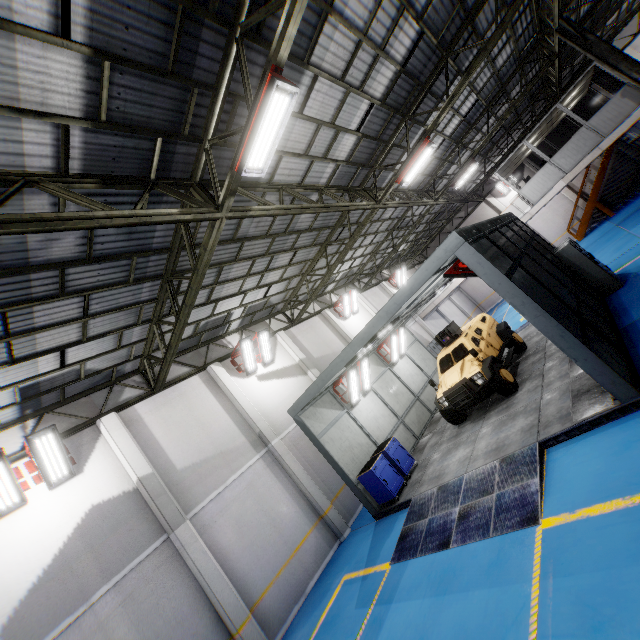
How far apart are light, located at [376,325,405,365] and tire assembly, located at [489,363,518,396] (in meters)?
5.41

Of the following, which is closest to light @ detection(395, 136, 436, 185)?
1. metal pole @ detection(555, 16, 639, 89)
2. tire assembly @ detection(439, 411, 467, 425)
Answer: metal pole @ detection(555, 16, 639, 89)

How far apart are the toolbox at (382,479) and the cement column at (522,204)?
16.9 meters

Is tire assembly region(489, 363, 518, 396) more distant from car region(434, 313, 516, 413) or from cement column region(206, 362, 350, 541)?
cement column region(206, 362, 350, 541)

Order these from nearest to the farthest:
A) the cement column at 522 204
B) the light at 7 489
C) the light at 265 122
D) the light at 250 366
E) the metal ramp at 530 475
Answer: the light at 265 122 → the metal ramp at 530 475 → the light at 7 489 → the light at 250 366 → the cement column at 522 204

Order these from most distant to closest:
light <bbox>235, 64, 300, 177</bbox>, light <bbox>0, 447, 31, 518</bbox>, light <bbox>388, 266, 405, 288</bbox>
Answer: light <bbox>388, 266, 405, 288</bbox> < light <bbox>0, 447, 31, 518</bbox> < light <bbox>235, 64, 300, 177</bbox>

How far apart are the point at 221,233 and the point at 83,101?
4.5m

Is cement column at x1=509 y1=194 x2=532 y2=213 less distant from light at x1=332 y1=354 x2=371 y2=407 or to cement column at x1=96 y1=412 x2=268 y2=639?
light at x1=332 y1=354 x2=371 y2=407
